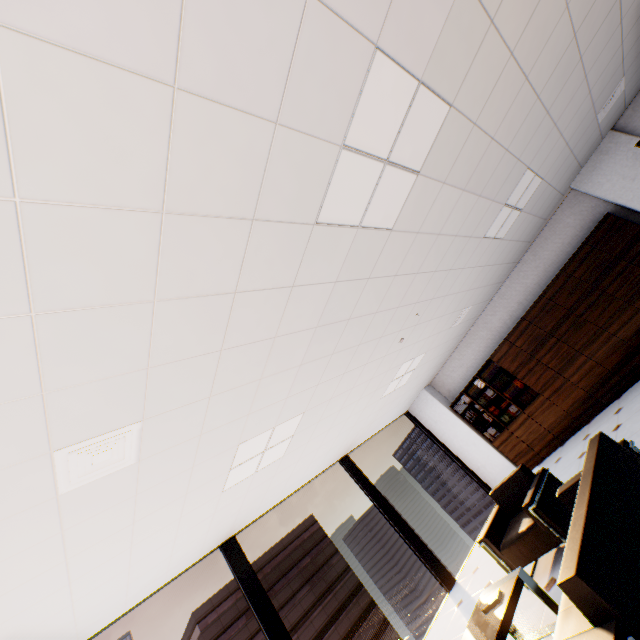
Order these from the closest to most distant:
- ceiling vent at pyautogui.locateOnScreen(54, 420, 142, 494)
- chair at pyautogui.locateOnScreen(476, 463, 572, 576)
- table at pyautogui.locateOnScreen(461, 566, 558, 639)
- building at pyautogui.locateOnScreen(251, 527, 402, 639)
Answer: ceiling vent at pyautogui.locateOnScreen(54, 420, 142, 494), table at pyautogui.locateOnScreen(461, 566, 558, 639), chair at pyautogui.locateOnScreen(476, 463, 572, 576), building at pyautogui.locateOnScreen(251, 527, 402, 639)

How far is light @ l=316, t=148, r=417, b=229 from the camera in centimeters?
210cm

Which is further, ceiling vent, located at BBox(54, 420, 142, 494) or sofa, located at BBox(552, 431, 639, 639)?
ceiling vent, located at BBox(54, 420, 142, 494)

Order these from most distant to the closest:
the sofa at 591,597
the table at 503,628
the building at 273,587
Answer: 1. the building at 273,587
2. the table at 503,628
3. the sofa at 591,597

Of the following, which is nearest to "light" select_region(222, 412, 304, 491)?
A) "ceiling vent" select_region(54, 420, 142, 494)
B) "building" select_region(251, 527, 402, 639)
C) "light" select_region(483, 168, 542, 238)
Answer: "ceiling vent" select_region(54, 420, 142, 494)

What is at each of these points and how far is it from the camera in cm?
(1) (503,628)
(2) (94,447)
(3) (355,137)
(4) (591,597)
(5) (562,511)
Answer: (1) table, 251
(2) ceiling vent, 209
(3) light, 197
(4) sofa, 146
(5) chair, 356

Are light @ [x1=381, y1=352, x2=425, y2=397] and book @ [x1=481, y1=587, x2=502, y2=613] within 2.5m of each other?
no

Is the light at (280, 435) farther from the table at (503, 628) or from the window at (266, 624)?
the table at (503, 628)
